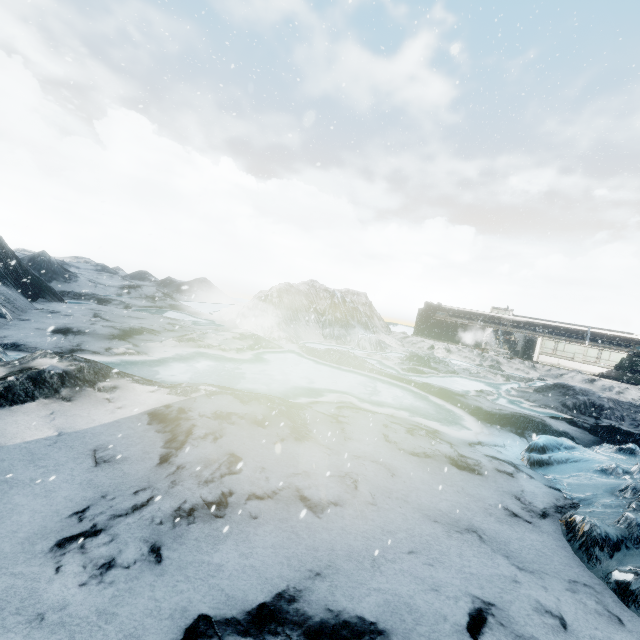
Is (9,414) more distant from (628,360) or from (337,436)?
(628,360)
